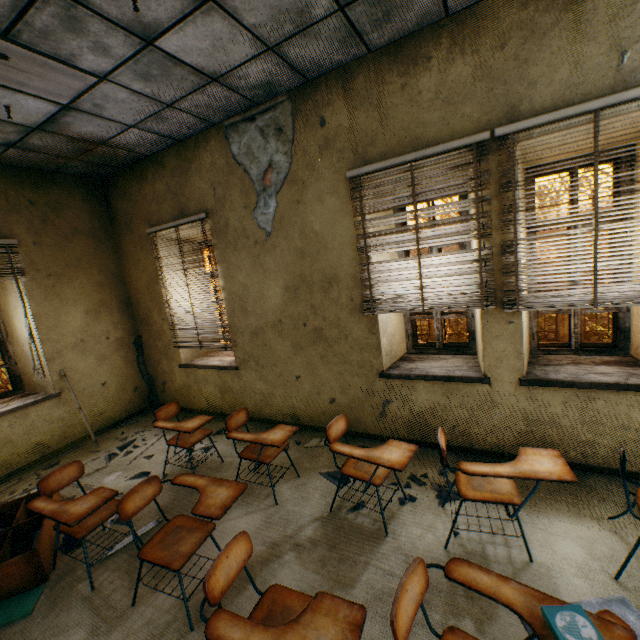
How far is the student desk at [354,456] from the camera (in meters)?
2.33

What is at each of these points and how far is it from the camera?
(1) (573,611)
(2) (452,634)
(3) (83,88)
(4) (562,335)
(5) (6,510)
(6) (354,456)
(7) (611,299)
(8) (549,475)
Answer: (1) book, 1.21m
(2) student desk, 1.46m
(3) lamp, 2.90m
(4) fence column, 10.29m
(5) bookcase, 3.12m
(6) student desk, 2.42m
(7) blinds, 2.51m
(8) student desk, 1.96m

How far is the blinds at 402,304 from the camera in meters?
2.8

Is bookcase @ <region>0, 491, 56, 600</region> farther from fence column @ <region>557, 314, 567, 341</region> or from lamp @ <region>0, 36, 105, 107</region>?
fence column @ <region>557, 314, 567, 341</region>

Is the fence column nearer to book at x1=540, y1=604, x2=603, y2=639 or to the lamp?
book at x1=540, y1=604, x2=603, y2=639

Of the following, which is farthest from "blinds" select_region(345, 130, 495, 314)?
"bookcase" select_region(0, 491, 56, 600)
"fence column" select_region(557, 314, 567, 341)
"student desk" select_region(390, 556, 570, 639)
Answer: "fence column" select_region(557, 314, 567, 341)

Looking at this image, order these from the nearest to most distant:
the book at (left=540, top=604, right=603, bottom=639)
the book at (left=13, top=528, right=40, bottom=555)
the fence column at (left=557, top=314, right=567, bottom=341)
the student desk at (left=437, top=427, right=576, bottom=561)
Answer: the book at (left=540, top=604, right=603, bottom=639) < the student desk at (left=437, top=427, right=576, bottom=561) < the book at (left=13, top=528, right=40, bottom=555) < the fence column at (left=557, top=314, right=567, bottom=341)

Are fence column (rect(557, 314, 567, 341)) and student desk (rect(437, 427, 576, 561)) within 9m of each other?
no
